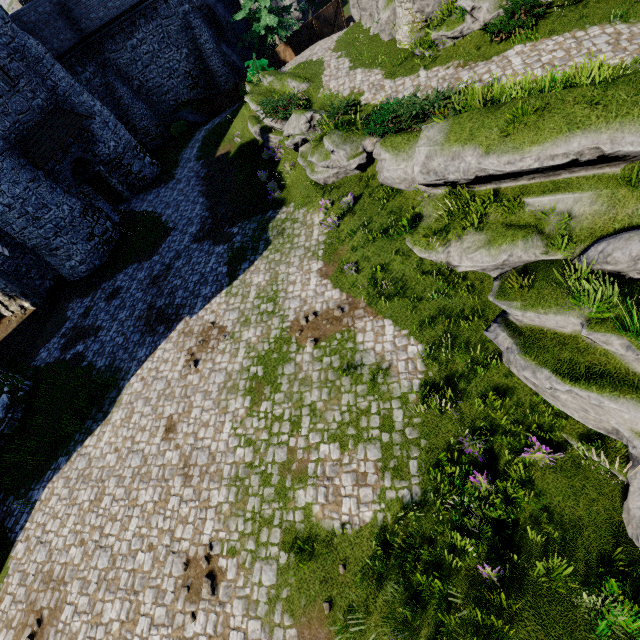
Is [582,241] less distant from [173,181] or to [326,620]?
[326,620]

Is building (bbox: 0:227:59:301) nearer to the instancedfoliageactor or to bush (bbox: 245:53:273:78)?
bush (bbox: 245:53:273:78)

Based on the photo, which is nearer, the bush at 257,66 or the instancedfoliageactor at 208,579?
the instancedfoliageactor at 208,579

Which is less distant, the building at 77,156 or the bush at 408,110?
the bush at 408,110

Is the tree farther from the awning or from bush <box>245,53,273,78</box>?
the awning

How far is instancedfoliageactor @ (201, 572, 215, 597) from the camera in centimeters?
806cm

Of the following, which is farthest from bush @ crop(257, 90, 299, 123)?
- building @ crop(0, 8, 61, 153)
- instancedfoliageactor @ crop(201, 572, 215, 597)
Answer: instancedfoliageactor @ crop(201, 572, 215, 597)

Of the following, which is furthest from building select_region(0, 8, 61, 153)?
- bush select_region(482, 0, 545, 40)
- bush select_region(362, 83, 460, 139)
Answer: bush select_region(482, 0, 545, 40)
